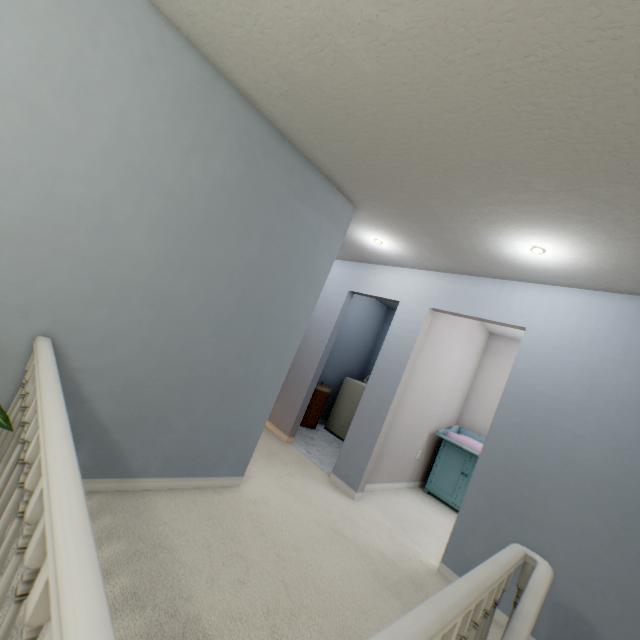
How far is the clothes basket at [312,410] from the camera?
5.11m

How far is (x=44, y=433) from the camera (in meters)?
0.85

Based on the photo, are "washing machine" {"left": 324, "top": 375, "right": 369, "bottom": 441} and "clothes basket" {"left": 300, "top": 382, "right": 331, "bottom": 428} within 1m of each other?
yes

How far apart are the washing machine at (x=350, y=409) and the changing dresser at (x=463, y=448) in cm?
115

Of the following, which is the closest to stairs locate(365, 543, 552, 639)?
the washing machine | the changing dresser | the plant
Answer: the plant

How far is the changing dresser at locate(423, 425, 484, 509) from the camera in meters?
4.1

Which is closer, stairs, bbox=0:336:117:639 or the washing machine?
stairs, bbox=0:336:117:639

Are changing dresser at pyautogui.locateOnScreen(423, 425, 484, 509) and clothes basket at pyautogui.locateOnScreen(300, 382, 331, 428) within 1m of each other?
no
